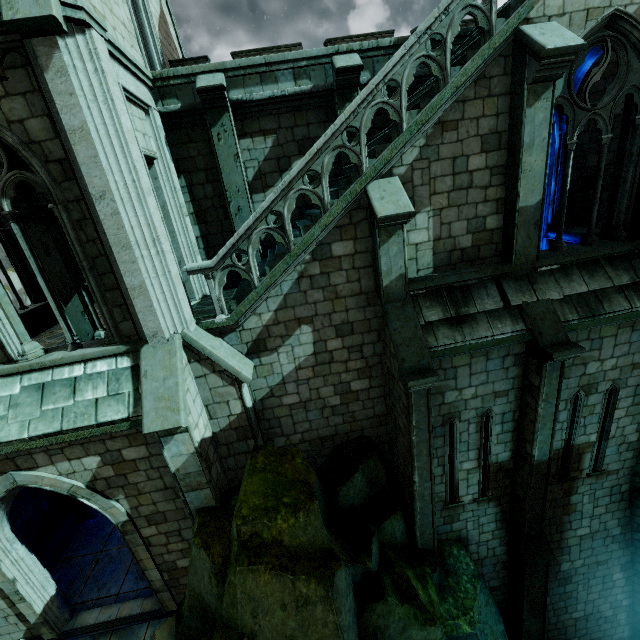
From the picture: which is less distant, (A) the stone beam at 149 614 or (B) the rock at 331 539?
(B) the rock at 331 539

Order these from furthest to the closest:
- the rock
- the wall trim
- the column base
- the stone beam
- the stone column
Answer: the column base < the stone column < the wall trim < the stone beam < the rock

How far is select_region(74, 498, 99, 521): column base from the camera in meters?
11.6

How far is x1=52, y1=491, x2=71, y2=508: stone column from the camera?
11.08m

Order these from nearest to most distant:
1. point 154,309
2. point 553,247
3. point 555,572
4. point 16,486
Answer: point 154,309, point 16,486, point 553,247, point 555,572

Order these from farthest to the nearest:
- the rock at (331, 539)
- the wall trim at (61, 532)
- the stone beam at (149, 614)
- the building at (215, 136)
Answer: the wall trim at (61, 532) → the stone beam at (149, 614) → the building at (215, 136) → the rock at (331, 539)

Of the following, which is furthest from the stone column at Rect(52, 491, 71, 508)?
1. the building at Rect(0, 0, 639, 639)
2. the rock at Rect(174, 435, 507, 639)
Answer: the rock at Rect(174, 435, 507, 639)

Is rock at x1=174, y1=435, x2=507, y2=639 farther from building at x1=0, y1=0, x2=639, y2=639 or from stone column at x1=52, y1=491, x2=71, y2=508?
stone column at x1=52, y1=491, x2=71, y2=508
